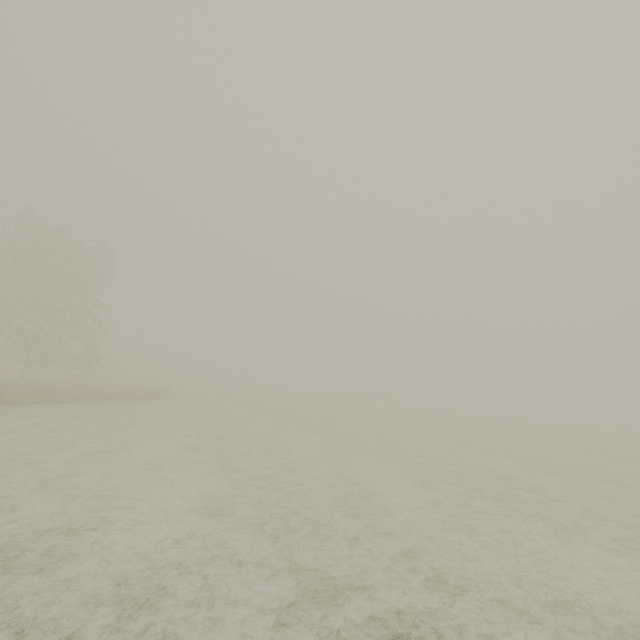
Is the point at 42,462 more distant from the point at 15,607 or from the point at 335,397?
the point at 335,397
